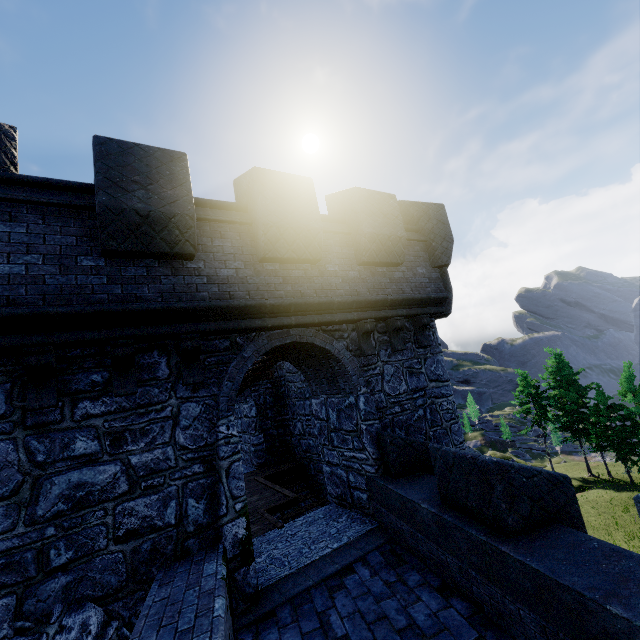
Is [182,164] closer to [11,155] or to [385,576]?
[11,155]
